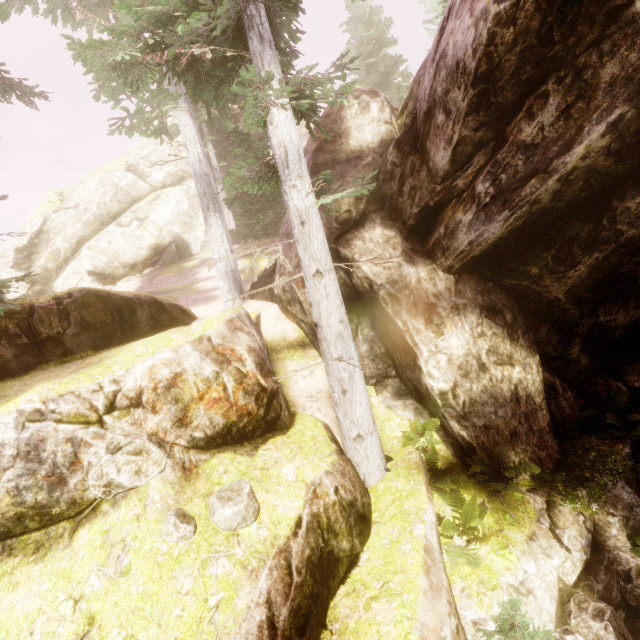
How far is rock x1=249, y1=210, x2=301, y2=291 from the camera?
9.79m

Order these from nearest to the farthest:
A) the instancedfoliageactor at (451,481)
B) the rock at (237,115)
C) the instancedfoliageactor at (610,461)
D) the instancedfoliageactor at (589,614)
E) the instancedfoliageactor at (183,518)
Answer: the instancedfoliageactor at (183,518), the instancedfoliageactor at (589,614), the instancedfoliageactor at (451,481), the instancedfoliageactor at (610,461), the rock at (237,115)

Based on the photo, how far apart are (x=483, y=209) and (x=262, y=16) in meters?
5.8

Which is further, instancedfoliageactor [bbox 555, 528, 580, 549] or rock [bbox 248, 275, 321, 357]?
rock [bbox 248, 275, 321, 357]

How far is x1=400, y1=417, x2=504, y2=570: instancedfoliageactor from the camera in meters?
5.7 m

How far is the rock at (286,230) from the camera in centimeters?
979cm

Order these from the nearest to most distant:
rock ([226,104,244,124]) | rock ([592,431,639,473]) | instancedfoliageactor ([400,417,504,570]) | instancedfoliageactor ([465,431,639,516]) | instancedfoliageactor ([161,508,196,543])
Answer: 1. instancedfoliageactor ([161,508,196,543])
2. instancedfoliageactor ([400,417,504,570])
3. instancedfoliageactor ([465,431,639,516])
4. rock ([592,431,639,473])
5. rock ([226,104,244,124])
